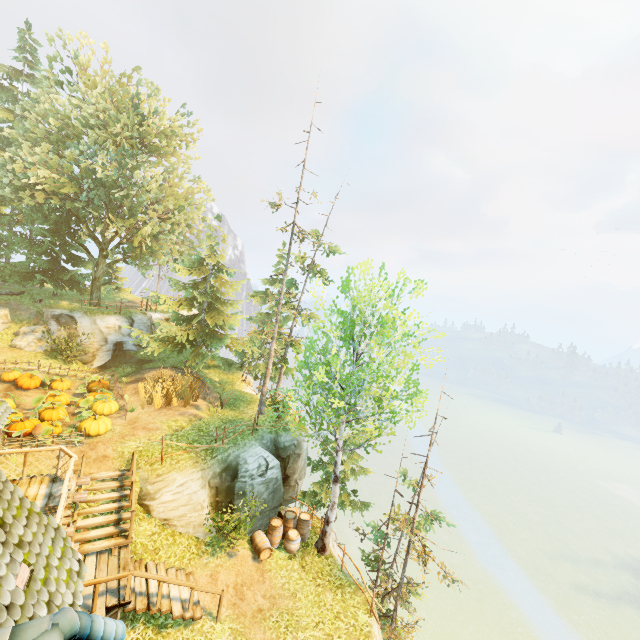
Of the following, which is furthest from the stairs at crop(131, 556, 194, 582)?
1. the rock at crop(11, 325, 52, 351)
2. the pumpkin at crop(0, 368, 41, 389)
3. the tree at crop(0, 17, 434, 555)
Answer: the rock at crop(11, 325, 52, 351)

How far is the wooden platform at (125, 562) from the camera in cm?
982

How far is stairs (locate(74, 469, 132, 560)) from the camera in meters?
10.4 m

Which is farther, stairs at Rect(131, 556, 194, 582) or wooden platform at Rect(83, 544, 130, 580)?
stairs at Rect(131, 556, 194, 582)

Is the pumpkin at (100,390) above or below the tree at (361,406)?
below

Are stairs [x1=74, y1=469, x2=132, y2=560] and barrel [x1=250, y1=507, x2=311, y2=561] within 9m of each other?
yes

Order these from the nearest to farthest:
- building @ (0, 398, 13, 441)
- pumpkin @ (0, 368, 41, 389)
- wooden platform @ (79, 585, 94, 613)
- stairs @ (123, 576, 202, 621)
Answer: building @ (0, 398, 13, 441), wooden platform @ (79, 585, 94, 613), stairs @ (123, 576, 202, 621), pumpkin @ (0, 368, 41, 389)

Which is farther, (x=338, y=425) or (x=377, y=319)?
(x=377, y=319)
